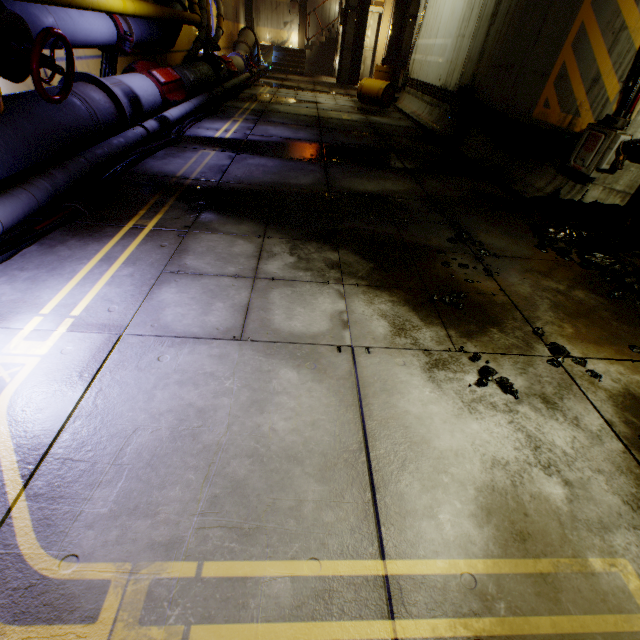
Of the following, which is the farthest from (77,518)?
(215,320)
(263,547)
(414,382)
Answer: (414,382)

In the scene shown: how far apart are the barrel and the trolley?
5.1 meters

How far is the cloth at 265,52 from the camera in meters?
18.7

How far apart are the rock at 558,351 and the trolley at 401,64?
19.04m

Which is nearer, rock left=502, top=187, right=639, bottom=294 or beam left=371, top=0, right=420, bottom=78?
rock left=502, top=187, right=639, bottom=294

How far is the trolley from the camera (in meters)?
16.09

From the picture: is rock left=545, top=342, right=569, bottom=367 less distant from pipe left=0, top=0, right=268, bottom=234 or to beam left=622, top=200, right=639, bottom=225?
beam left=622, top=200, right=639, bottom=225

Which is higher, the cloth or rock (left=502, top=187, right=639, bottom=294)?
the cloth
